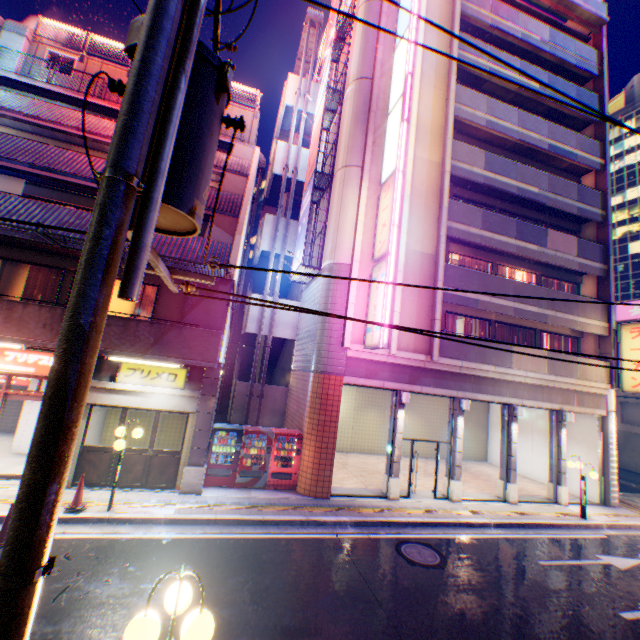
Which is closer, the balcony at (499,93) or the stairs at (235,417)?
the stairs at (235,417)

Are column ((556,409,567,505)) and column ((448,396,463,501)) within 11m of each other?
yes

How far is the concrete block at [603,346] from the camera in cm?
1378

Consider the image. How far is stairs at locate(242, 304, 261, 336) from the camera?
16.8 meters

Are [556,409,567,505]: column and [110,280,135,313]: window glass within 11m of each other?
no

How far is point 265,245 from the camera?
17.6 meters

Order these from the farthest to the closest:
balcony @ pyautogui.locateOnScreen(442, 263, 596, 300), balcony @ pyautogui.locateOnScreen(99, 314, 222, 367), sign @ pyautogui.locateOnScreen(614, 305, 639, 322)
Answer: sign @ pyautogui.locateOnScreen(614, 305, 639, 322) → balcony @ pyautogui.locateOnScreen(442, 263, 596, 300) → balcony @ pyautogui.locateOnScreen(99, 314, 222, 367)

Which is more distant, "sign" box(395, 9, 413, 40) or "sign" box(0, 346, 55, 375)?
"sign" box(395, 9, 413, 40)
